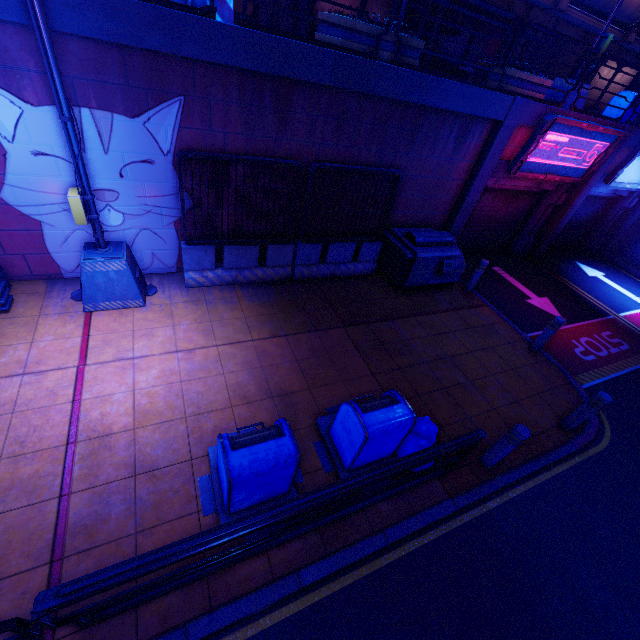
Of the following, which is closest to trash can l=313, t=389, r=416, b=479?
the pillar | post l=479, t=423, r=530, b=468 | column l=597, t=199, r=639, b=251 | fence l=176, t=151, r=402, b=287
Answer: post l=479, t=423, r=530, b=468

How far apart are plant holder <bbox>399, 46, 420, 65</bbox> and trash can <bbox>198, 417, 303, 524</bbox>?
6.62m

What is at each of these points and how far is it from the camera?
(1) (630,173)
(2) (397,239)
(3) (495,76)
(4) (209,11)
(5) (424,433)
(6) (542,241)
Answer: (1) sign, 11.34m
(2) generator, 8.57m
(3) plant holder, 7.79m
(4) railing, 4.87m
(5) trash bag, 5.03m
(6) column, 12.48m

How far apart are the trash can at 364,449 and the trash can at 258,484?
0.33m

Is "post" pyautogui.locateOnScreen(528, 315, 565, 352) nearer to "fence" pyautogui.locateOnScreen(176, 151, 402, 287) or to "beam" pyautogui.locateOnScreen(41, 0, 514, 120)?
"fence" pyautogui.locateOnScreen(176, 151, 402, 287)

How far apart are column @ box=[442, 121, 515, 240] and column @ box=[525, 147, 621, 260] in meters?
4.7

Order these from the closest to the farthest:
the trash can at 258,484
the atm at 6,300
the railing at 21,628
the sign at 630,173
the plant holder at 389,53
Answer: the railing at 21,628 < the trash can at 258,484 < the atm at 6,300 < the plant holder at 389,53 < the sign at 630,173

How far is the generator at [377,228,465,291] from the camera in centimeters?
825cm
